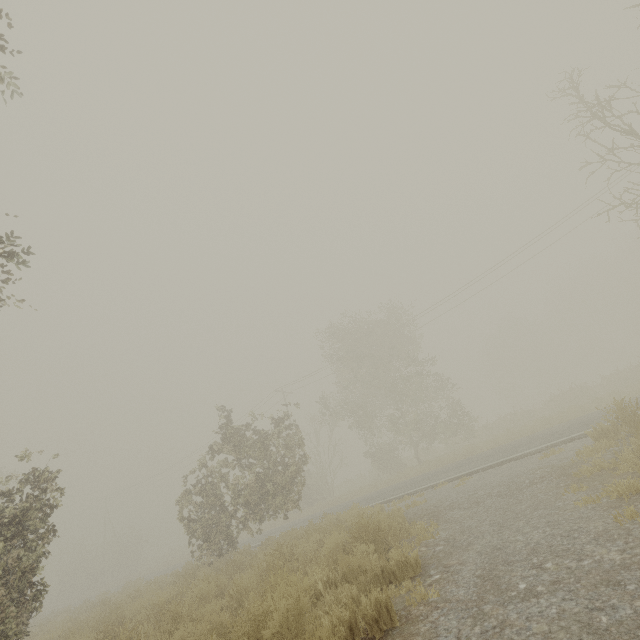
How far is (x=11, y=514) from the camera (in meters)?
6.19

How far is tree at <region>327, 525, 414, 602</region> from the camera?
4.47m

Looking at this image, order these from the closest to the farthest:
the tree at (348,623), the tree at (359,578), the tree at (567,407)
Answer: the tree at (348,623)
the tree at (359,578)
the tree at (567,407)

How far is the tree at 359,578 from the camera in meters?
4.5 m

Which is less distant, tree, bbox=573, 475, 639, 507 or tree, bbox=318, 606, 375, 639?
tree, bbox=318, 606, 375, 639

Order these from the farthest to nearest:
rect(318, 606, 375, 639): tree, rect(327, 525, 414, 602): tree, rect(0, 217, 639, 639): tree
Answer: rect(0, 217, 639, 639): tree, rect(327, 525, 414, 602): tree, rect(318, 606, 375, 639): tree
